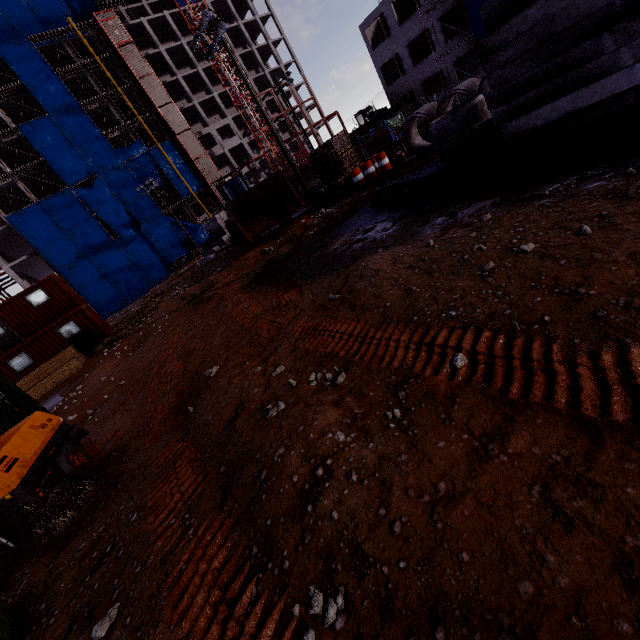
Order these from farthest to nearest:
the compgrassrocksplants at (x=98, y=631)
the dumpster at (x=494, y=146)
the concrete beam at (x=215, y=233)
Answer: the concrete beam at (x=215, y=233)
the dumpster at (x=494, y=146)
the compgrassrocksplants at (x=98, y=631)

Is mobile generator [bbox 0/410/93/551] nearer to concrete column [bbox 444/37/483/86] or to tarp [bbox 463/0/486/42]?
tarp [bbox 463/0/486/42]

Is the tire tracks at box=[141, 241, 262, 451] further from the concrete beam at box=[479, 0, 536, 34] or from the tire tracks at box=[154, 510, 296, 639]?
the concrete beam at box=[479, 0, 536, 34]

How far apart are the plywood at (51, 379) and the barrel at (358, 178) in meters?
16.2 m

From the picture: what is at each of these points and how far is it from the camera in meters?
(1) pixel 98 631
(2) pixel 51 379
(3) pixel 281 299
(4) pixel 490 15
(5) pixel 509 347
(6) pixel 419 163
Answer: (1) compgrassrocksplants, 2.7
(2) plywood, 14.9
(3) tire tracks, 7.7
(4) concrete beam, 6.1
(5) tire tracks, 2.8
(6) rebar, 11.9

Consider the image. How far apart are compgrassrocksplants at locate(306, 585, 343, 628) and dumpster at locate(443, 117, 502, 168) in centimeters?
874cm

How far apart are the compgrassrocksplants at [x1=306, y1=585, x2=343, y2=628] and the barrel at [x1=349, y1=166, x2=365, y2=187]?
16.89m

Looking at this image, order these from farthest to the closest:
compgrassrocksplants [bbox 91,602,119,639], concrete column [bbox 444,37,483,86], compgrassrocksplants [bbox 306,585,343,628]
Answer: concrete column [bbox 444,37,483,86] < compgrassrocksplants [bbox 91,602,119,639] < compgrassrocksplants [bbox 306,585,343,628]
